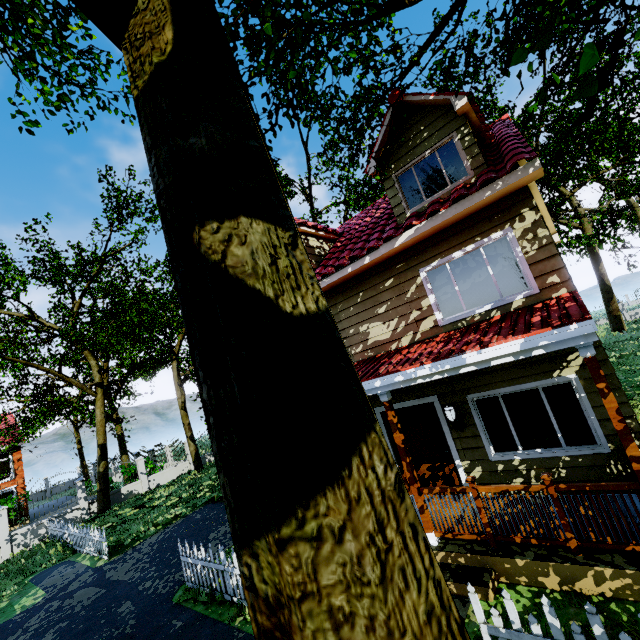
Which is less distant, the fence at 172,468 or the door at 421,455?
the door at 421,455

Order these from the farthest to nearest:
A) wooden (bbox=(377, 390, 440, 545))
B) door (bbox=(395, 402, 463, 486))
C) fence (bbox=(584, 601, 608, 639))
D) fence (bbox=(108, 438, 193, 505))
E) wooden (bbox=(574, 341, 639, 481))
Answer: fence (bbox=(108, 438, 193, 505)), door (bbox=(395, 402, 463, 486)), wooden (bbox=(377, 390, 440, 545)), wooden (bbox=(574, 341, 639, 481)), fence (bbox=(584, 601, 608, 639))

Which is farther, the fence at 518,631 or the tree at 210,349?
the fence at 518,631

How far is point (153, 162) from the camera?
1.4m

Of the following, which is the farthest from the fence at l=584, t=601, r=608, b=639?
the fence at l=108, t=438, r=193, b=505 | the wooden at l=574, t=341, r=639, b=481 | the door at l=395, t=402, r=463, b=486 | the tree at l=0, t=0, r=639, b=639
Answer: the fence at l=108, t=438, r=193, b=505

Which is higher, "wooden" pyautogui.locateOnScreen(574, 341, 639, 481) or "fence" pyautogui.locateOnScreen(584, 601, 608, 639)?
"wooden" pyautogui.locateOnScreen(574, 341, 639, 481)

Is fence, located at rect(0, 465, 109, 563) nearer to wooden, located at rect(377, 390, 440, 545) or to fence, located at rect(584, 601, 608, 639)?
wooden, located at rect(377, 390, 440, 545)

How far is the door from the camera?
7.4m
